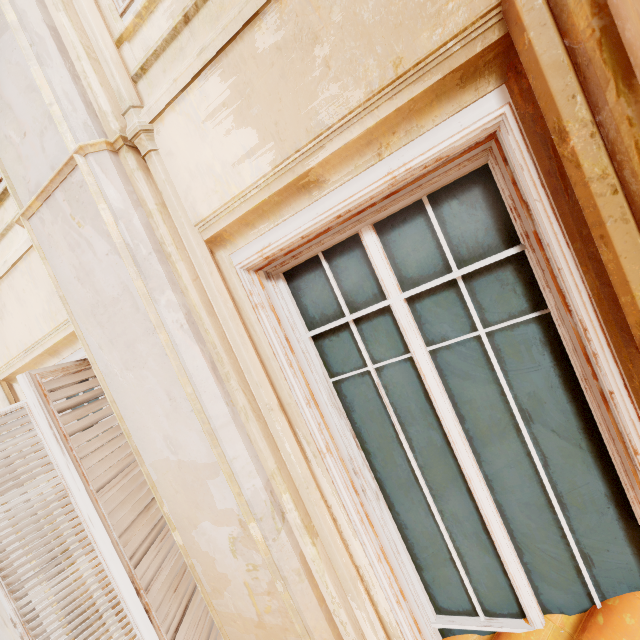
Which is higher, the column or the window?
the window

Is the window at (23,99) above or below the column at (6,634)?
above

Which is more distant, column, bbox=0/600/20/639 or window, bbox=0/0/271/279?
column, bbox=0/600/20/639

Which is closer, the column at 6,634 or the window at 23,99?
the window at 23,99

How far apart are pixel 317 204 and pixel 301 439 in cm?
104
